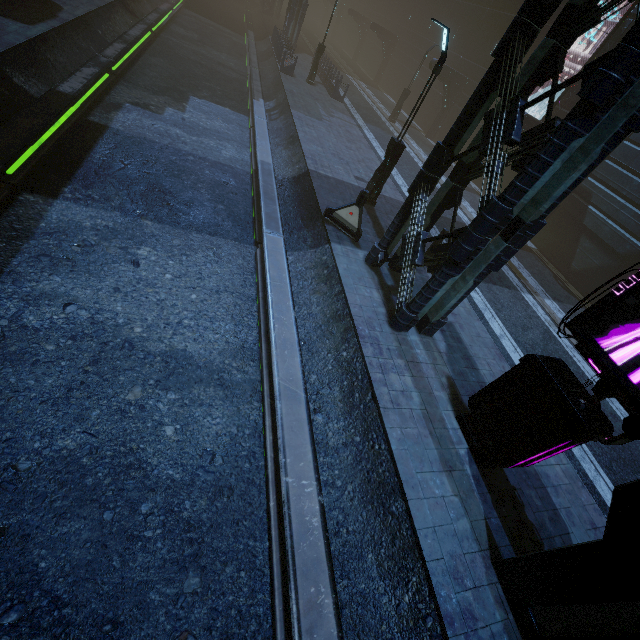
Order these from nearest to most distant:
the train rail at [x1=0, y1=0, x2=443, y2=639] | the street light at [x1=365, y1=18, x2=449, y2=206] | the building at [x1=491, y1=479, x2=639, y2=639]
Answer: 1. the building at [x1=491, y1=479, x2=639, y2=639]
2. the train rail at [x1=0, y1=0, x2=443, y2=639]
3. the street light at [x1=365, y1=18, x2=449, y2=206]

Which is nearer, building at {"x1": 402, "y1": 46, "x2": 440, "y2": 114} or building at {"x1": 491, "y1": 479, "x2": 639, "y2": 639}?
building at {"x1": 491, "y1": 479, "x2": 639, "y2": 639}

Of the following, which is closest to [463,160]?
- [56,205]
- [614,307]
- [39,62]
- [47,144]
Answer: [614,307]

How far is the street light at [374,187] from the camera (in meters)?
9.63

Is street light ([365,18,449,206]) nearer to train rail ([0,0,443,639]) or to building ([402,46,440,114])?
train rail ([0,0,443,639])

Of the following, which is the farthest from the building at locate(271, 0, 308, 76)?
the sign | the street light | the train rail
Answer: the street light

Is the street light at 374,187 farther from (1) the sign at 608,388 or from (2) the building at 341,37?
(1) the sign at 608,388

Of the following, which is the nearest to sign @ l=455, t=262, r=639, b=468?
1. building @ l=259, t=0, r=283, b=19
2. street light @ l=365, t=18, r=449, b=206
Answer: building @ l=259, t=0, r=283, b=19
